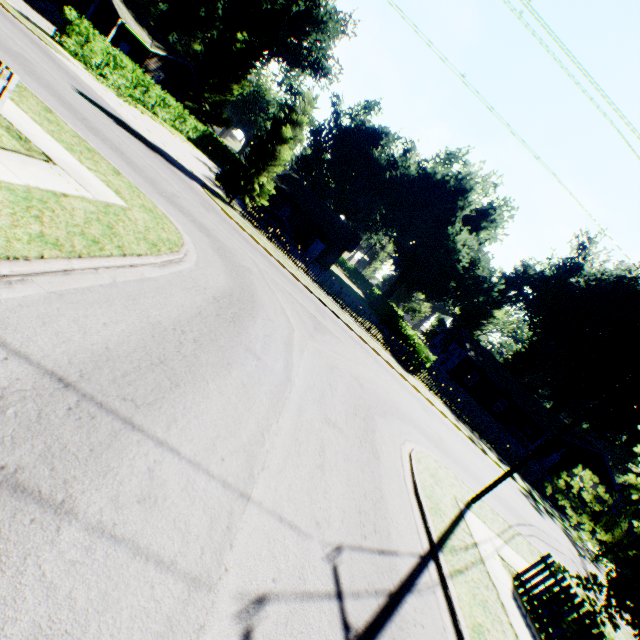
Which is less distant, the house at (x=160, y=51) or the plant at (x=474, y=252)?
the house at (x=160, y=51)

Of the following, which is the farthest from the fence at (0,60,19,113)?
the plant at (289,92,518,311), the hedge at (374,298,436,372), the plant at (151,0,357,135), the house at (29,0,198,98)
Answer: the plant at (151,0,357,135)

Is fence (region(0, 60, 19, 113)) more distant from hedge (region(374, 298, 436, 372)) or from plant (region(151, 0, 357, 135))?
plant (region(151, 0, 357, 135))

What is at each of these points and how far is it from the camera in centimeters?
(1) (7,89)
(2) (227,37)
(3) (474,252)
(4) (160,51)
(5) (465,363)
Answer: (1) fence, 644cm
(2) plant, 3841cm
(3) plant, 3644cm
(4) house, 3403cm
(5) house, 3788cm

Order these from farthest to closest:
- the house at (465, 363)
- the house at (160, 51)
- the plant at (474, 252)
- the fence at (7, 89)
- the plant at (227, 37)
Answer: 1. the plant at (227, 37)
2. the house at (465, 363)
3. the plant at (474, 252)
4. the house at (160, 51)
5. the fence at (7, 89)

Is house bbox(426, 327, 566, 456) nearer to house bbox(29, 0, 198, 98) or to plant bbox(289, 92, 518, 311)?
plant bbox(289, 92, 518, 311)

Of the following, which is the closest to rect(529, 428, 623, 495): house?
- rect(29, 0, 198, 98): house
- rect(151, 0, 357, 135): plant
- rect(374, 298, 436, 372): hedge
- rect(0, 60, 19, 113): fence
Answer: rect(374, 298, 436, 372): hedge

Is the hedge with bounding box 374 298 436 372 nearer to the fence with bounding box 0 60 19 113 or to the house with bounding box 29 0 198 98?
the fence with bounding box 0 60 19 113
